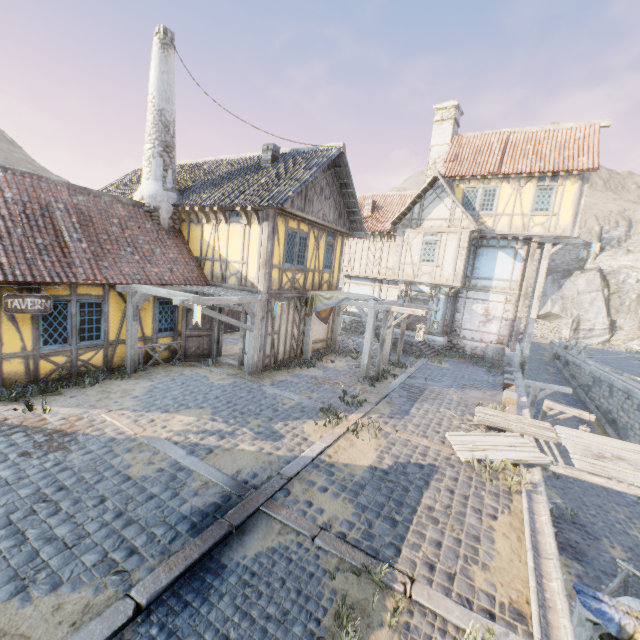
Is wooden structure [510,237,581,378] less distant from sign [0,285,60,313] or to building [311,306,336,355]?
building [311,306,336,355]

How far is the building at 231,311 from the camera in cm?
1177

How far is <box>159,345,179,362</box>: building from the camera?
11.7 meters

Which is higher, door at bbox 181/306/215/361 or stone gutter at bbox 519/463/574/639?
door at bbox 181/306/215/361

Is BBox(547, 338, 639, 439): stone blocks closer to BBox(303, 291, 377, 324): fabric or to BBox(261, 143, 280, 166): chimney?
BBox(303, 291, 377, 324): fabric

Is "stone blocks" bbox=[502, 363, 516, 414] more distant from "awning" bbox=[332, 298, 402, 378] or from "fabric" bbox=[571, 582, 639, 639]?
"awning" bbox=[332, 298, 402, 378]

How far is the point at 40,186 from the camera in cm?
931

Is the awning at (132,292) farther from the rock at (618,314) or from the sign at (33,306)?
the rock at (618,314)
